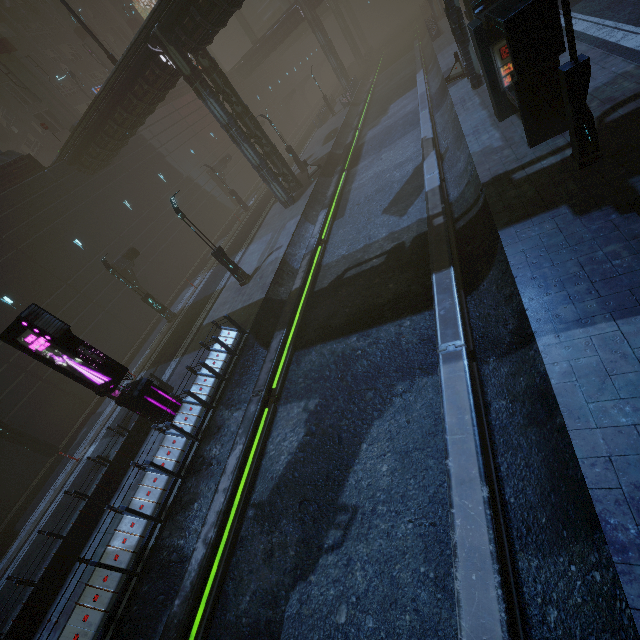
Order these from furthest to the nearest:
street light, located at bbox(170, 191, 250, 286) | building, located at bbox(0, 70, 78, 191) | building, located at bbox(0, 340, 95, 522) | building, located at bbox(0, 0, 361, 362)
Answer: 1. building, located at bbox(0, 70, 78, 191)
2. building, located at bbox(0, 0, 361, 362)
3. building, located at bbox(0, 340, 95, 522)
4. street light, located at bbox(170, 191, 250, 286)

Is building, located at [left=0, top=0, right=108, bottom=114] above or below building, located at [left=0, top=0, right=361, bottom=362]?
above

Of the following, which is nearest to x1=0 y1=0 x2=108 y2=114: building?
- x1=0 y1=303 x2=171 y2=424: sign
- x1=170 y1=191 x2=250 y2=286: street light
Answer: x1=0 y1=303 x2=171 y2=424: sign

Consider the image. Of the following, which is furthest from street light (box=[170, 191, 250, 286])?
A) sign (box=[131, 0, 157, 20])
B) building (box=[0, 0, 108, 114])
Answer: sign (box=[131, 0, 157, 20])

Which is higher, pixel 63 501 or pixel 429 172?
pixel 63 501

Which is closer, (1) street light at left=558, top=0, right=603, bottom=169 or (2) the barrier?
(1) street light at left=558, top=0, right=603, bottom=169

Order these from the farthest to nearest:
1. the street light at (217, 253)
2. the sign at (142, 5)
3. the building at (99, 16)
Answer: the sign at (142, 5) < the building at (99, 16) < the street light at (217, 253)

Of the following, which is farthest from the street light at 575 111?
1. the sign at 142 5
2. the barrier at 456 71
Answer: the sign at 142 5
